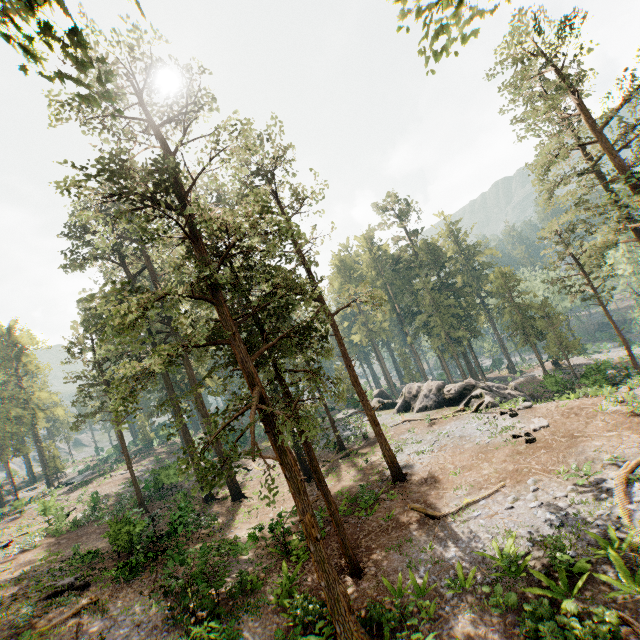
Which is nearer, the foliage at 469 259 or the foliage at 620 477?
the foliage at 620 477

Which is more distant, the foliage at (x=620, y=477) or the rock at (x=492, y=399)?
the rock at (x=492, y=399)

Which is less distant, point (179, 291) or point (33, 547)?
point (179, 291)

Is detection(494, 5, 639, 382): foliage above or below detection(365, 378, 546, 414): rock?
above

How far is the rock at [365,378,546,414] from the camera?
29.0 meters

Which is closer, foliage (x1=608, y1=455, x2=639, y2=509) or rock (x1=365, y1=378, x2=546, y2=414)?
foliage (x1=608, y1=455, x2=639, y2=509)

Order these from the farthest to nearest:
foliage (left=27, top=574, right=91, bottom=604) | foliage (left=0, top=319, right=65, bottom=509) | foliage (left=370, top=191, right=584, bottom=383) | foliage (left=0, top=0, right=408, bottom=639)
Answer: foliage (left=0, top=319, right=65, bottom=509)
foliage (left=370, top=191, right=584, bottom=383)
foliage (left=27, top=574, right=91, bottom=604)
foliage (left=0, top=0, right=408, bottom=639)
